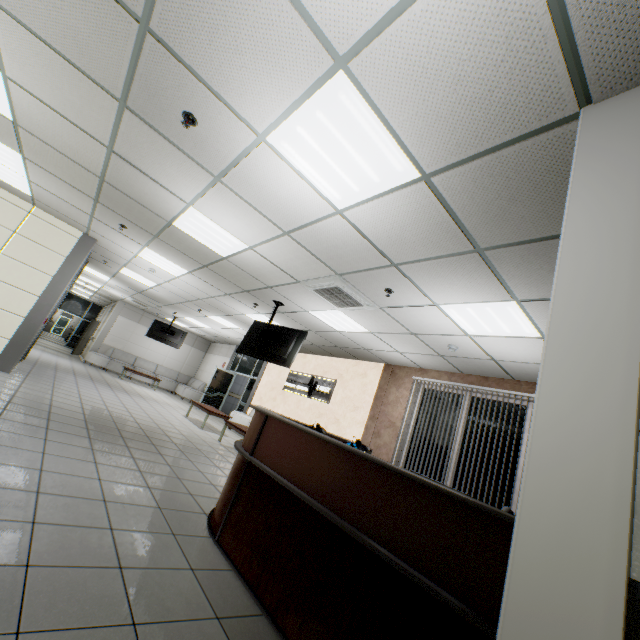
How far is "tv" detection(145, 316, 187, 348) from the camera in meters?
14.0

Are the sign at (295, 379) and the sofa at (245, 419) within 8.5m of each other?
yes

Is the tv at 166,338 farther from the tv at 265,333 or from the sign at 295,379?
the tv at 265,333

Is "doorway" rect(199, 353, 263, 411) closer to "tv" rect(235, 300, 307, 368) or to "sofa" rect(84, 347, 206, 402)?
"sofa" rect(84, 347, 206, 402)

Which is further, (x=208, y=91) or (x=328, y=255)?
(x=328, y=255)

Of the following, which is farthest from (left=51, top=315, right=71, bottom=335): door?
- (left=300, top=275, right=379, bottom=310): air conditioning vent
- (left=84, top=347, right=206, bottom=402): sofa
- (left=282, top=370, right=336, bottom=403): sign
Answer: (left=300, top=275, right=379, bottom=310): air conditioning vent

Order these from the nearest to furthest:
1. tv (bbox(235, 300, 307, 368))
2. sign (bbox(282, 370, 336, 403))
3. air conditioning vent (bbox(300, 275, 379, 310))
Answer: air conditioning vent (bbox(300, 275, 379, 310)) < tv (bbox(235, 300, 307, 368)) < sign (bbox(282, 370, 336, 403))

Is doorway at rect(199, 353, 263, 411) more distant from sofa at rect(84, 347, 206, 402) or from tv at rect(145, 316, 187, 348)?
tv at rect(145, 316, 187, 348)
